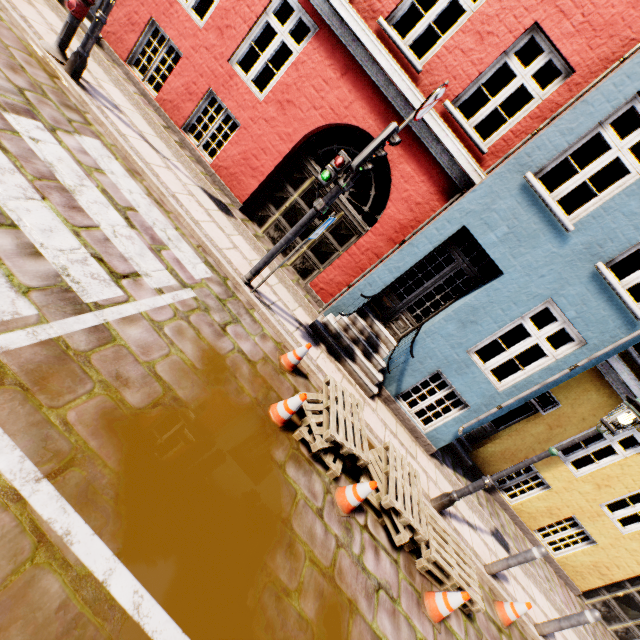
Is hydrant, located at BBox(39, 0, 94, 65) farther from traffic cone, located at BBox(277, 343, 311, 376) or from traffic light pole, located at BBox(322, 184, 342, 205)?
traffic cone, located at BBox(277, 343, 311, 376)

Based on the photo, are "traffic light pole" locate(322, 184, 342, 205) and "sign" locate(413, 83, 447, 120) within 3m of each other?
yes

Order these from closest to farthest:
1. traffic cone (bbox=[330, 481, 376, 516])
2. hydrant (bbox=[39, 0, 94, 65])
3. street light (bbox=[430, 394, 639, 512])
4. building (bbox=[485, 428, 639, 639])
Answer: traffic cone (bbox=[330, 481, 376, 516]) → street light (bbox=[430, 394, 639, 512]) → hydrant (bbox=[39, 0, 94, 65]) → building (bbox=[485, 428, 639, 639])

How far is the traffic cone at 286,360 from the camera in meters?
5.1 m

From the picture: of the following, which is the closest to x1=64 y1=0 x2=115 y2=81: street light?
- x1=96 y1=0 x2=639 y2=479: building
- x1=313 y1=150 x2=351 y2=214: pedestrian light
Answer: x1=96 y1=0 x2=639 y2=479: building

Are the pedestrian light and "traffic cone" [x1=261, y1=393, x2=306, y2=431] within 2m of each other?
no

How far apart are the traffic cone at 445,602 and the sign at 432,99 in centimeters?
626cm

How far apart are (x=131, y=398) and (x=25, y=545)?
1.2m
